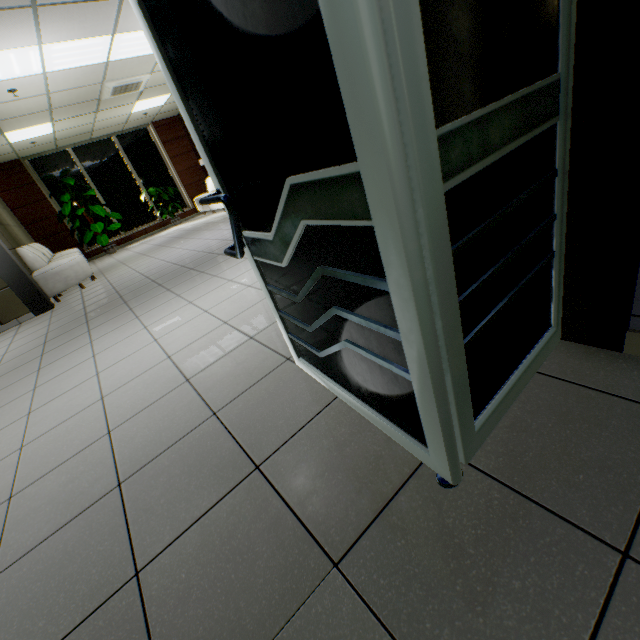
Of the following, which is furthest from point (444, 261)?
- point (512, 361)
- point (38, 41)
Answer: point (38, 41)

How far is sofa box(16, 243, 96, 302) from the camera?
5.9m

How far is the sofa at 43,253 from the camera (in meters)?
5.92

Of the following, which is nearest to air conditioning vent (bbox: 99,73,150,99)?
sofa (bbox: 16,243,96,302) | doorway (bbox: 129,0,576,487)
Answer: sofa (bbox: 16,243,96,302)

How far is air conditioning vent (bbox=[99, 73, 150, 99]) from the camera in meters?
6.5 m

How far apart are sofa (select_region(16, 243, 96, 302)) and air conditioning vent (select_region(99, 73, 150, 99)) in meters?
3.4

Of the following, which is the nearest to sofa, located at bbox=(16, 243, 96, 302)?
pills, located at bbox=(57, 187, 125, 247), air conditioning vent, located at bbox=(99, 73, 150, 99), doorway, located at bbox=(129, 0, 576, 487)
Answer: pills, located at bbox=(57, 187, 125, 247)

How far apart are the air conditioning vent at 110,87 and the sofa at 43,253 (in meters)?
3.42
